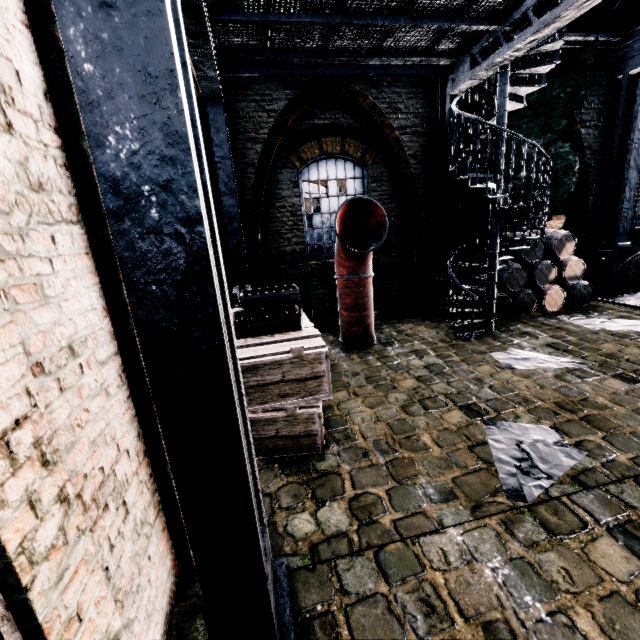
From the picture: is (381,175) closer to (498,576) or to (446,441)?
(446,441)

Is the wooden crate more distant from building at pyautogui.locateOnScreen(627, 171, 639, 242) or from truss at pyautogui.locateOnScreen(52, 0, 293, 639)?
truss at pyautogui.locateOnScreen(52, 0, 293, 639)

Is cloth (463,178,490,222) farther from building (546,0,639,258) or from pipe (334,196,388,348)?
pipe (334,196,388,348)

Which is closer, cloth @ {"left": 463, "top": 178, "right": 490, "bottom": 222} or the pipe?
the pipe

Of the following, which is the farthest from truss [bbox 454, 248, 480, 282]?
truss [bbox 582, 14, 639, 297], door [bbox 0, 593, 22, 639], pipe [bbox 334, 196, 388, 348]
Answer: door [bbox 0, 593, 22, 639]

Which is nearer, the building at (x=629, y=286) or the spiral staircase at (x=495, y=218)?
the spiral staircase at (x=495, y=218)

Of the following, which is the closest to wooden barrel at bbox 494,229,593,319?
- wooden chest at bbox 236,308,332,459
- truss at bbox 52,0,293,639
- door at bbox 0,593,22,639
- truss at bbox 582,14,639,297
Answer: truss at bbox 582,14,639,297

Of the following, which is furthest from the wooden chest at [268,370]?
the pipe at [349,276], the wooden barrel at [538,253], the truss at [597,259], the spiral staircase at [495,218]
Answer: the truss at [597,259]
